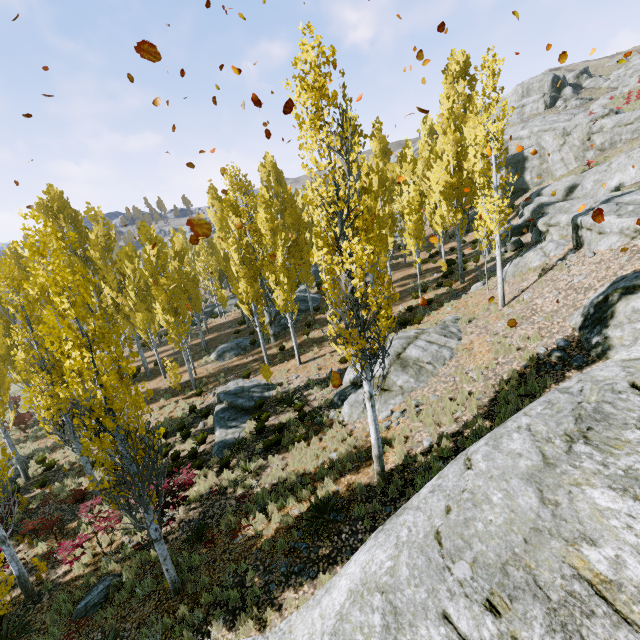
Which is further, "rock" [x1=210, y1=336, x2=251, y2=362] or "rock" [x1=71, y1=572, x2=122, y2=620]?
"rock" [x1=210, y1=336, x2=251, y2=362]

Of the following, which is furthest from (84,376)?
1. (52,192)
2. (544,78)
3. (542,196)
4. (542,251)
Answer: (544,78)

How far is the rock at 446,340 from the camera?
12.6 meters

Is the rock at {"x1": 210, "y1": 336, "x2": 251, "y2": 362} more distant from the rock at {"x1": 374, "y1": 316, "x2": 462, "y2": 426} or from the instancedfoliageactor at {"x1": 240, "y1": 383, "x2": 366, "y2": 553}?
the rock at {"x1": 374, "y1": 316, "x2": 462, "y2": 426}

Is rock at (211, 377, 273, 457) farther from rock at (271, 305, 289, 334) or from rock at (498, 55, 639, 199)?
rock at (498, 55, 639, 199)

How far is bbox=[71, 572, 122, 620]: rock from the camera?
8.65m

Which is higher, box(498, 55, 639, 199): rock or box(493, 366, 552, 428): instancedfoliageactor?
box(498, 55, 639, 199): rock

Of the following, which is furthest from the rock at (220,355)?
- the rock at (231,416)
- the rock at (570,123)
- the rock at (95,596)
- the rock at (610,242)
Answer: the rock at (570,123)
